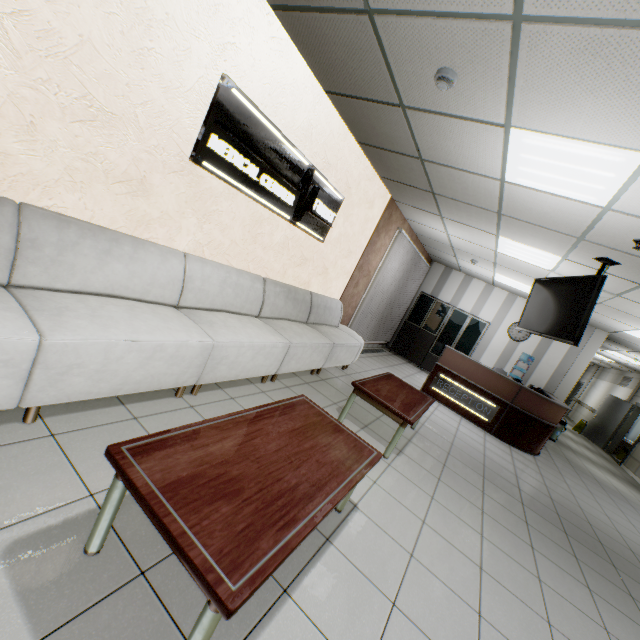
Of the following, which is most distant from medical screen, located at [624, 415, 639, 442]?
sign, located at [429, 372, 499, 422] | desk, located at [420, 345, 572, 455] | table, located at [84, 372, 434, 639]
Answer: table, located at [84, 372, 434, 639]

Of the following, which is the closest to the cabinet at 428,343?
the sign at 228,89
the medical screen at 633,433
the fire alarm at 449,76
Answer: the sign at 228,89

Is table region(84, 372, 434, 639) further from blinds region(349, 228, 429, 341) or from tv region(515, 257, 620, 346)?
blinds region(349, 228, 429, 341)

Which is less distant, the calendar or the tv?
the tv

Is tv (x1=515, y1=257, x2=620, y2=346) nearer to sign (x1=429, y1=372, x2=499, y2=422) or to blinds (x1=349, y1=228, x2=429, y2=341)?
sign (x1=429, y1=372, x2=499, y2=422)

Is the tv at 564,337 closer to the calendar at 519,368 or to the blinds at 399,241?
the blinds at 399,241

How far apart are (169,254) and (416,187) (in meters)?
3.90

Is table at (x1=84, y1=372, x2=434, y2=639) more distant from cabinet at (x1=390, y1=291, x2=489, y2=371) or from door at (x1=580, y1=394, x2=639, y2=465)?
door at (x1=580, y1=394, x2=639, y2=465)
